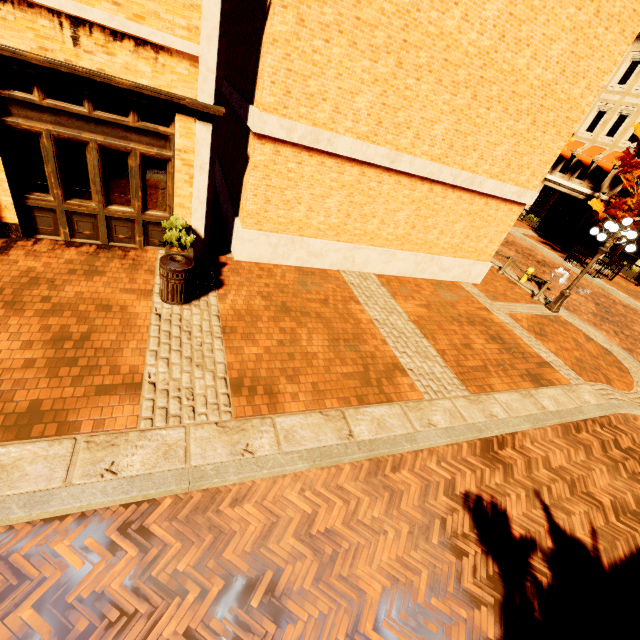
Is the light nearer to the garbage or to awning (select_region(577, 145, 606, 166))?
the garbage

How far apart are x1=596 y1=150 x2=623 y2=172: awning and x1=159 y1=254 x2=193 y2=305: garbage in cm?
2908

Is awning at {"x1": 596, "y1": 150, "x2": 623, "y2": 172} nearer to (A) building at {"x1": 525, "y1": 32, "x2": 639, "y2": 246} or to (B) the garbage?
(A) building at {"x1": 525, "y1": 32, "x2": 639, "y2": 246}

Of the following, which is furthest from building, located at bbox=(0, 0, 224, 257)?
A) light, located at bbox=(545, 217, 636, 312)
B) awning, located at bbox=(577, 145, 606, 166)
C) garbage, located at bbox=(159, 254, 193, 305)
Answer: light, located at bbox=(545, 217, 636, 312)

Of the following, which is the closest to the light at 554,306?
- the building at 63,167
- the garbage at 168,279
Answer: the building at 63,167

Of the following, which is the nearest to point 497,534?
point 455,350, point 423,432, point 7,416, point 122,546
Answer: point 423,432

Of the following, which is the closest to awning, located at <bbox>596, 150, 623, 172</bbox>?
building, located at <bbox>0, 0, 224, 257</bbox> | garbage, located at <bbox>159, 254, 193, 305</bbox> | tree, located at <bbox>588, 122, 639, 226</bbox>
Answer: building, located at <bbox>0, 0, 224, 257</bbox>

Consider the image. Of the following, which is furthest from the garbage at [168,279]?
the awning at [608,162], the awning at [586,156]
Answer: the awning at [586,156]
